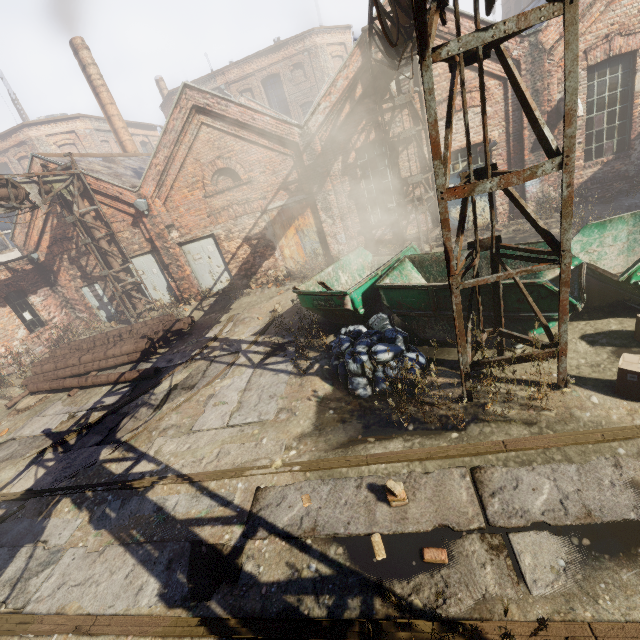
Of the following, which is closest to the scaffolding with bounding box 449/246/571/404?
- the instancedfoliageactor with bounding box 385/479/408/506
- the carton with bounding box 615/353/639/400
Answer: the carton with bounding box 615/353/639/400

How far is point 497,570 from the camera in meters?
3.1 m

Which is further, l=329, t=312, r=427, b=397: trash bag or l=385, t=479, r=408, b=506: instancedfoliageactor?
l=329, t=312, r=427, b=397: trash bag

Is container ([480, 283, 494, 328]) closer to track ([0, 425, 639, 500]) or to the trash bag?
the trash bag

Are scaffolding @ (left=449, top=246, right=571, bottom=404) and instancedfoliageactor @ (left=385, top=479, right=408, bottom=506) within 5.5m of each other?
yes

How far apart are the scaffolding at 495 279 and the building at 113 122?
20.4m

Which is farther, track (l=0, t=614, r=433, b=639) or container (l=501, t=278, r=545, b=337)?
container (l=501, t=278, r=545, b=337)

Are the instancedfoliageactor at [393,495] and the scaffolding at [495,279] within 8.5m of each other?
yes
